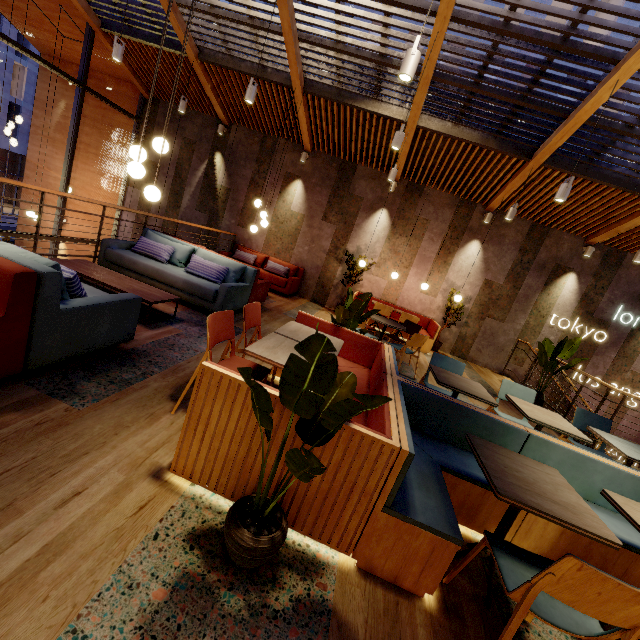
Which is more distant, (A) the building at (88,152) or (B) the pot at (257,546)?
(A) the building at (88,152)

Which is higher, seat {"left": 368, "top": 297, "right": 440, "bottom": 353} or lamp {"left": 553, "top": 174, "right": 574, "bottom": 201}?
lamp {"left": 553, "top": 174, "right": 574, "bottom": 201}

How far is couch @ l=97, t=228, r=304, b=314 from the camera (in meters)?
5.16

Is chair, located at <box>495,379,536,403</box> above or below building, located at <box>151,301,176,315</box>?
above

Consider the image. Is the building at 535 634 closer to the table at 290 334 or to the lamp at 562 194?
the table at 290 334

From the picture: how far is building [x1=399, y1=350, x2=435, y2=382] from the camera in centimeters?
591cm

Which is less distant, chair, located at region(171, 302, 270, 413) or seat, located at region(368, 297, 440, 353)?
chair, located at region(171, 302, 270, 413)

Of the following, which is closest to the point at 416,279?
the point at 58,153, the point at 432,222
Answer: the point at 432,222
